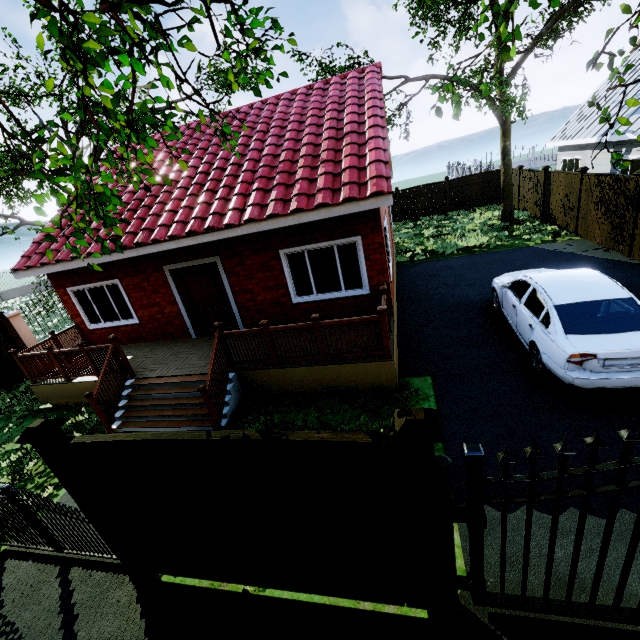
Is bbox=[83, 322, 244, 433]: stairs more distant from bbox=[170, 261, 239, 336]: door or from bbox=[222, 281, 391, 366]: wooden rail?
bbox=[170, 261, 239, 336]: door

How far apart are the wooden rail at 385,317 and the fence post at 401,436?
3.5 meters

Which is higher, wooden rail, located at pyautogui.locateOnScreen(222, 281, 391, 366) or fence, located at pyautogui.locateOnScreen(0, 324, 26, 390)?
wooden rail, located at pyautogui.locateOnScreen(222, 281, 391, 366)

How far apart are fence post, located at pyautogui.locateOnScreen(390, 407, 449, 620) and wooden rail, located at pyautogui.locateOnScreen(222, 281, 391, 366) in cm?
353

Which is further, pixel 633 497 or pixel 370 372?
pixel 370 372

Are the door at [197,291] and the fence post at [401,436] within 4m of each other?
no

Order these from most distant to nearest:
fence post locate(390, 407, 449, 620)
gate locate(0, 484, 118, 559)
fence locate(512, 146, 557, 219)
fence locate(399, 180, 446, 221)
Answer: fence locate(399, 180, 446, 221), fence locate(512, 146, 557, 219), gate locate(0, 484, 118, 559), fence post locate(390, 407, 449, 620)

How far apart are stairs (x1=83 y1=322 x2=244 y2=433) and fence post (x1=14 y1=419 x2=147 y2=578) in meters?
2.3 m
